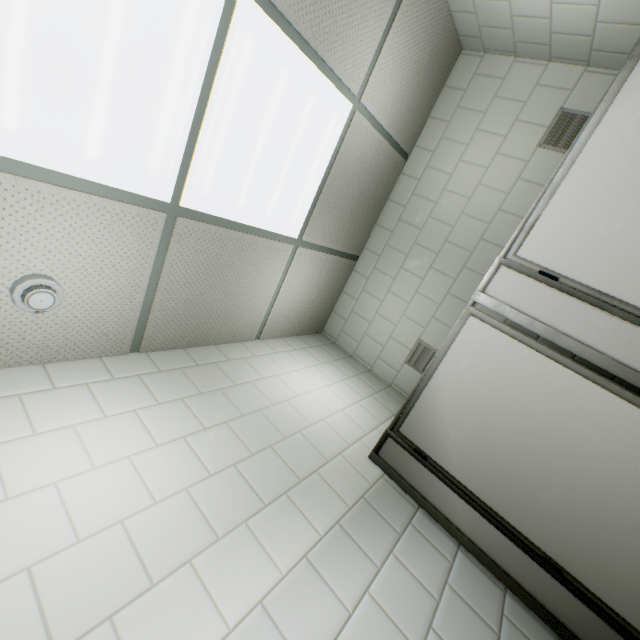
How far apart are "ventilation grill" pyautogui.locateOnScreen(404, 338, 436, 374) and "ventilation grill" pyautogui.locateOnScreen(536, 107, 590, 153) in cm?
173

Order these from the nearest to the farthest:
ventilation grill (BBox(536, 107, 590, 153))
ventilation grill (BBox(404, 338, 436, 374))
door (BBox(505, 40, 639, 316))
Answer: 1. door (BBox(505, 40, 639, 316))
2. ventilation grill (BBox(536, 107, 590, 153))
3. ventilation grill (BBox(404, 338, 436, 374))

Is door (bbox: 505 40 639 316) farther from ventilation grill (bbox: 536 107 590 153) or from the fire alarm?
the fire alarm

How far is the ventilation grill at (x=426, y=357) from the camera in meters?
2.9 m

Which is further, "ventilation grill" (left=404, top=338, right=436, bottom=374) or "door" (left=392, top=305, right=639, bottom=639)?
"ventilation grill" (left=404, top=338, right=436, bottom=374)

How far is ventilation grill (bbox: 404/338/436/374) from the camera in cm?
289

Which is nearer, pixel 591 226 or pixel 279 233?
pixel 591 226

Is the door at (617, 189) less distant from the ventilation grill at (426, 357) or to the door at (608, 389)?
the door at (608, 389)
